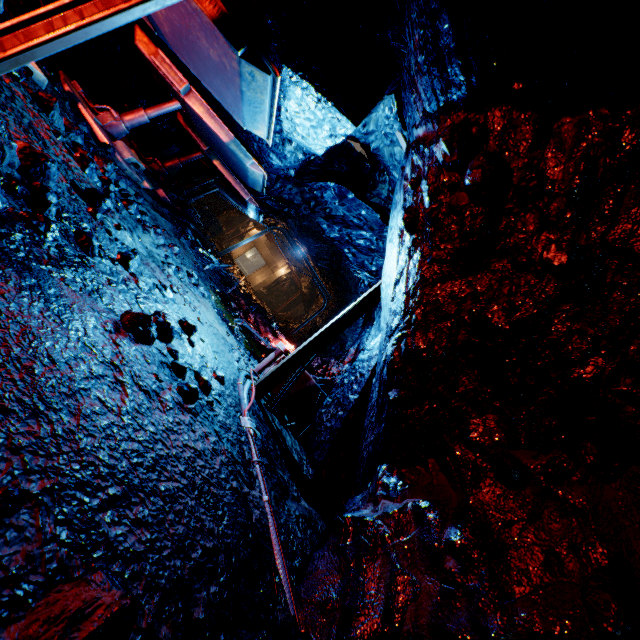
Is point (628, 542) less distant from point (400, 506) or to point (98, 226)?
point (400, 506)

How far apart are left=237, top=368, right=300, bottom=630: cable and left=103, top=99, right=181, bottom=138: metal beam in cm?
543

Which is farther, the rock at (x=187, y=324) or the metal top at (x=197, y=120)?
the metal top at (x=197, y=120)

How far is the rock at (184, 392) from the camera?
2.4m

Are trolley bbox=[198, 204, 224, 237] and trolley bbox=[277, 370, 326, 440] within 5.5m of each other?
no

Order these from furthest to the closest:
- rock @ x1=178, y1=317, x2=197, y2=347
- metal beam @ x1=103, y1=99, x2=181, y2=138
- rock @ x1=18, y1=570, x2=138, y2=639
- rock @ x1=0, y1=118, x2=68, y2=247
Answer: metal beam @ x1=103, y1=99, x2=181, y2=138, rock @ x1=178, y1=317, x2=197, y2=347, rock @ x1=0, y1=118, x2=68, y2=247, rock @ x1=18, y1=570, x2=138, y2=639

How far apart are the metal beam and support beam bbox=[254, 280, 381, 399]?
4.71m

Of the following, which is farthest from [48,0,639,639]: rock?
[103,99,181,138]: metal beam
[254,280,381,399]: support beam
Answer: [103,99,181,138]: metal beam
